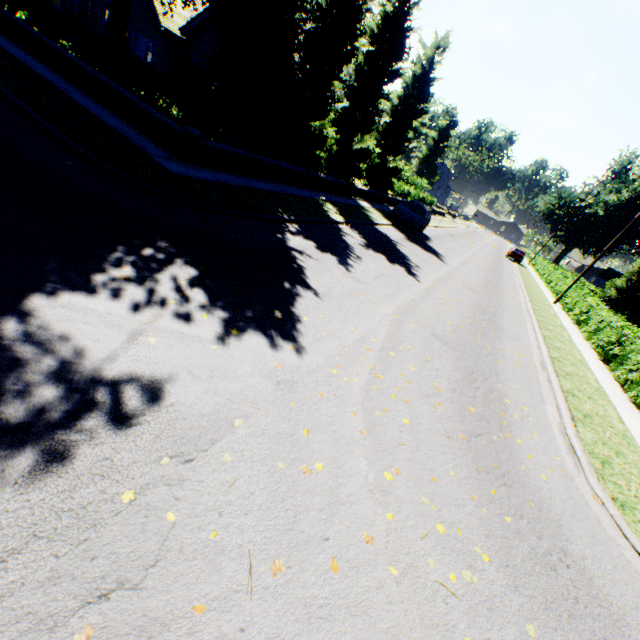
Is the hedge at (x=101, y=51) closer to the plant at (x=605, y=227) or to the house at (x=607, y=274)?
the plant at (x=605, y=227)

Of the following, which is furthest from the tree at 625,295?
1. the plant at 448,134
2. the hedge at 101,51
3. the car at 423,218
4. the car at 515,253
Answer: the car at 515,253

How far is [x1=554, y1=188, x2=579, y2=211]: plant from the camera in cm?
5781

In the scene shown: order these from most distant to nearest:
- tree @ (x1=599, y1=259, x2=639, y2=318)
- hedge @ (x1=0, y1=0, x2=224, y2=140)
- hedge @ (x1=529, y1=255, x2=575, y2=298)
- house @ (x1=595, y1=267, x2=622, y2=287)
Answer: house @ (x1=595, y1=267, x2=622, y2=287) → tree @ (x1=599, y1=259, x2=639, y2=318) → hedge @ (x1=529, y1=255, x2=575, y2=298) → hedge @ (x1=0, y1=0, x2=224, y2=140)

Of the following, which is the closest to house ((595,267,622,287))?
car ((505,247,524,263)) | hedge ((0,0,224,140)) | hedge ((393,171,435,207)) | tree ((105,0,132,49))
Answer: tree ((105,0,132,49))

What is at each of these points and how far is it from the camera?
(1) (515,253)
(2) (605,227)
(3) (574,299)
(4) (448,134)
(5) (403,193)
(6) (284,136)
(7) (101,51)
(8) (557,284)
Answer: (1) car, 40.9 meters
(2) plant, 57.5 meters
(3) hedge, 22.2 meters
(4) plant, 59.7 meters
(5) hedge, 30.8 meters
(6) tree, 14.3 meters
(7) hedge, 11.6 meters
(8) hedge, 28.9 meters

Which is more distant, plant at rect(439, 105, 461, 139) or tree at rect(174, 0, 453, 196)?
plant at rect(439, 105, 461, 139)

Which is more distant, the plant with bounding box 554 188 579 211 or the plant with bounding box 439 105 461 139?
the plant with bounding box 439 105 461 139
